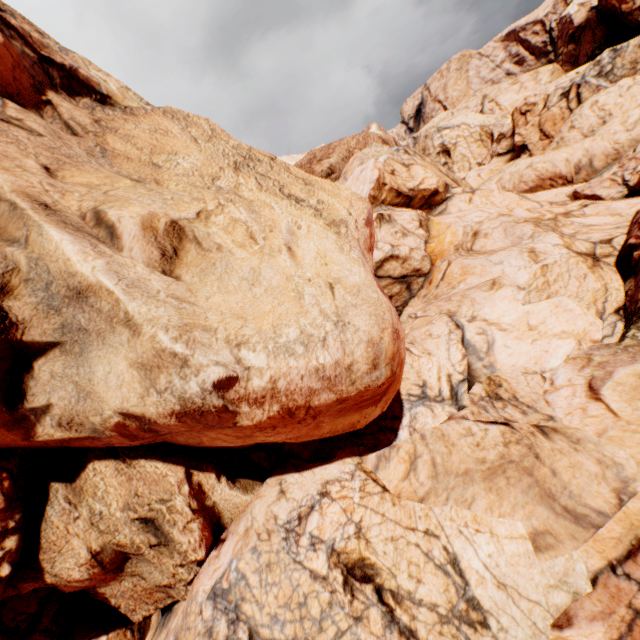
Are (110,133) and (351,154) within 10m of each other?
no
